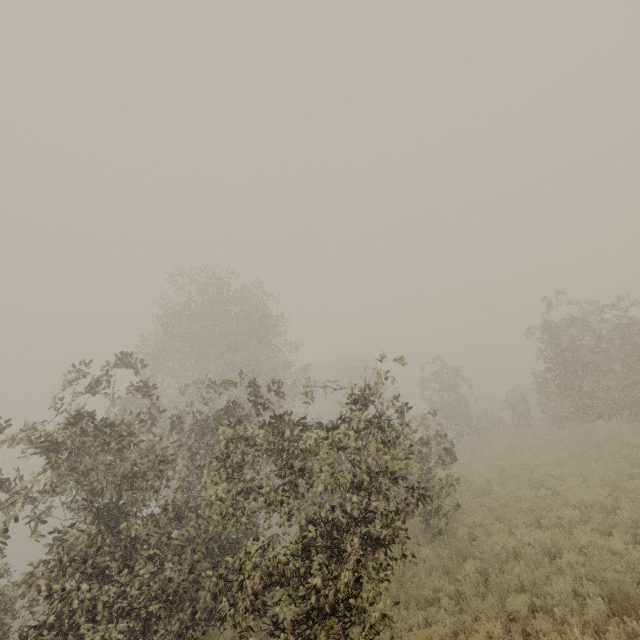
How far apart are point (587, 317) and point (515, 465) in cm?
841
